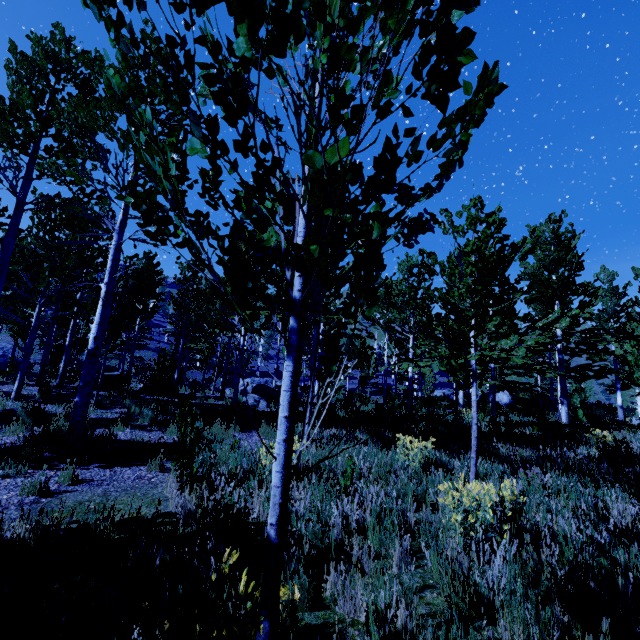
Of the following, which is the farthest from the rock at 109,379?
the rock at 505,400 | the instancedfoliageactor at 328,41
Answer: the rock at 505,400

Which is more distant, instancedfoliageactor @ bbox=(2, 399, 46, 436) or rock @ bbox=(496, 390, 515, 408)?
rock @ bbox=(496, 390, 515, 408)

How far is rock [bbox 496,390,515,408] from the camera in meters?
31.3

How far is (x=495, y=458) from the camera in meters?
6.4

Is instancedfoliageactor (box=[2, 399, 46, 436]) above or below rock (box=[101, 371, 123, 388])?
below

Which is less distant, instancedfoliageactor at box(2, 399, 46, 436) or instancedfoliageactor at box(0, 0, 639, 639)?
instancedfoliageactor at box(0, 0, 639, 639)

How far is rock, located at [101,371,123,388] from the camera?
14.55m

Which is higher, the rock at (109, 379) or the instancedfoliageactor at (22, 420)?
the rock at (109, 379)
